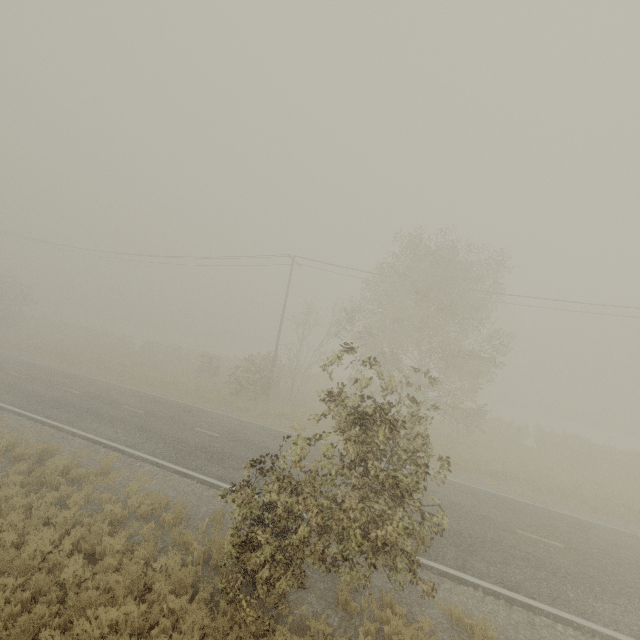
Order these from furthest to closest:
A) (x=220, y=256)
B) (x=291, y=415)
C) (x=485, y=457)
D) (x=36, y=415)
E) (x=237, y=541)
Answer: (x=220, y=256)
(x=291, y=415)
(x=485, y=457)
(x=36, y=415)
(x=237, y=541)

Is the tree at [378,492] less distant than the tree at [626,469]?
Yes

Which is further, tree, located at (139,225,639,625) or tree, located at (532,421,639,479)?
tree, located at (532,421,639,479)

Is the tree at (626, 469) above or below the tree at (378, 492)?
below

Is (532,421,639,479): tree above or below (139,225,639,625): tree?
below
